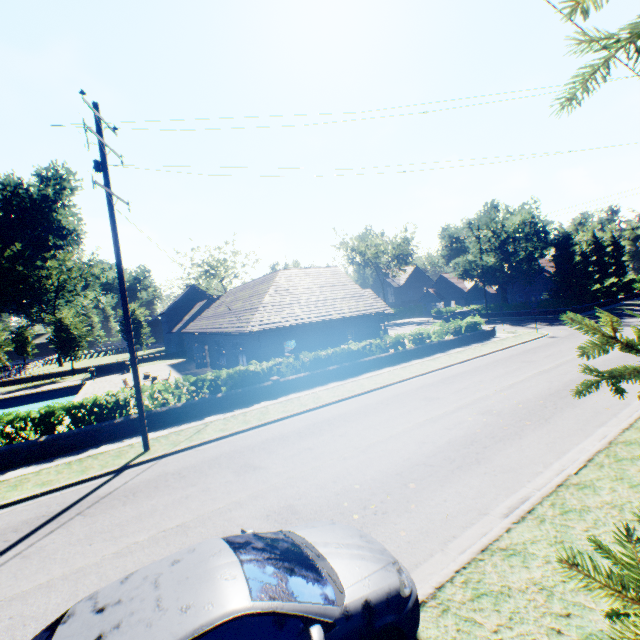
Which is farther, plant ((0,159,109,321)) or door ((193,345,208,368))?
plant ((0,159,109,321))

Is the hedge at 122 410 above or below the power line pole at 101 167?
below

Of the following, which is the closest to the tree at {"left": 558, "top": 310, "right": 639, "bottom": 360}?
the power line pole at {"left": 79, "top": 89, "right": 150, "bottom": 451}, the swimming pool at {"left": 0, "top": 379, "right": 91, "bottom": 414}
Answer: the swimming pool at {"left": 0, "top": 379, "right": 91, "bottom": 414}

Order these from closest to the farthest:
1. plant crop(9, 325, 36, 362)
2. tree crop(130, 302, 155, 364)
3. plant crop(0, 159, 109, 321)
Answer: tree crop(130, 302, 155, 364), plant crop(0, 159, 109, 321), plant crop(9, 325, 36, 362)

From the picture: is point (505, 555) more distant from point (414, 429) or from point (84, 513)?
point (84, 513)

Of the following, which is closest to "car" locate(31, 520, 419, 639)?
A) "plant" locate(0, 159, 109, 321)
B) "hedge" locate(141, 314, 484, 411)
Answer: "hedge" locate(141, 314, 484, 411)

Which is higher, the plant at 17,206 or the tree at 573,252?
the plant at 17,206

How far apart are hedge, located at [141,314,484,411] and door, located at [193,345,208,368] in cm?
1564
